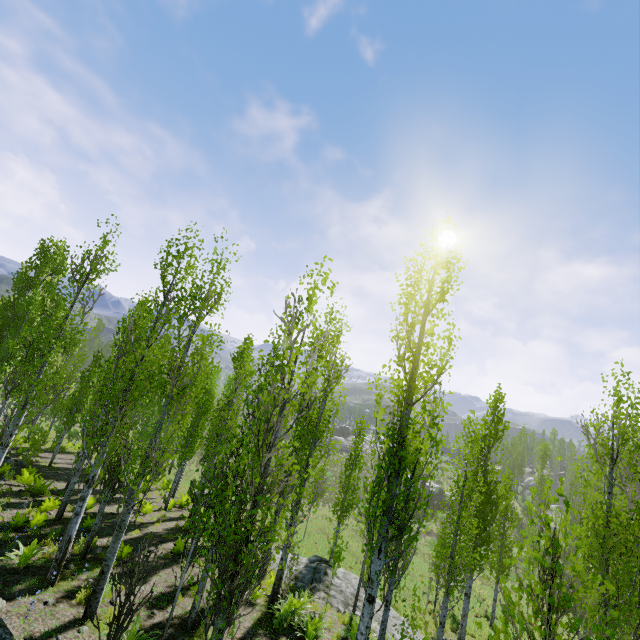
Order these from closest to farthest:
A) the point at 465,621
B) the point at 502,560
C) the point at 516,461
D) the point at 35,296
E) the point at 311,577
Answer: the point at 311,577
the point at 465,621
the point at 502,560
the point at 35,296
the point at 516,461

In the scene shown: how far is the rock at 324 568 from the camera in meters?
12.6

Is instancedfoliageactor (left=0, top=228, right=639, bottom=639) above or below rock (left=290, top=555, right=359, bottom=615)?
above

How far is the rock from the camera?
12.6 meters

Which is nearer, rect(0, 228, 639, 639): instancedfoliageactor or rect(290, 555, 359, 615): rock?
rect(0, 228, 639, 639): instancedfoliageactor

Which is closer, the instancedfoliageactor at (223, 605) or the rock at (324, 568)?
the instancedfoliageactor at (223, 605)
